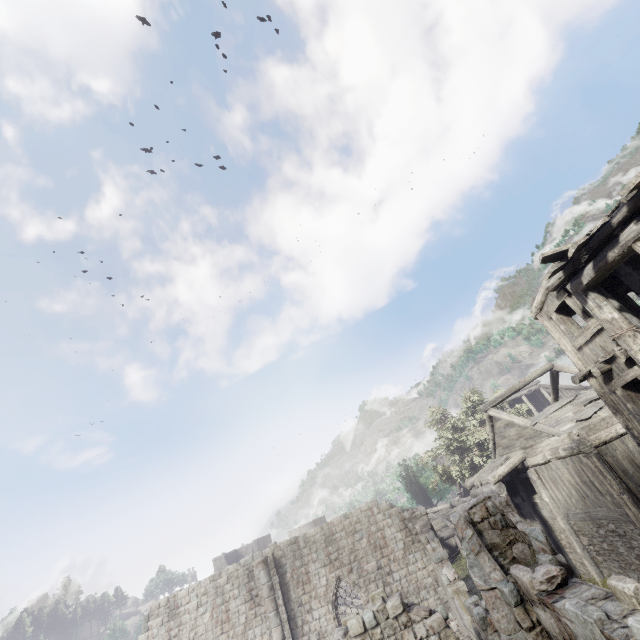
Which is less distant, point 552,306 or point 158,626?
point 552,306
